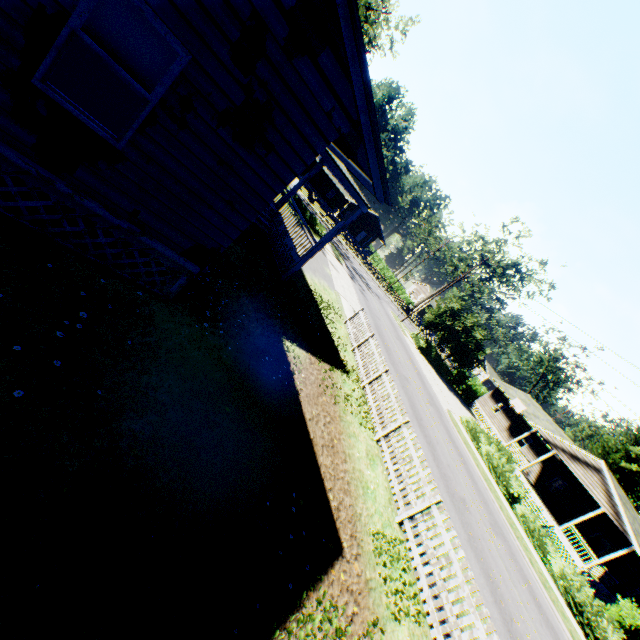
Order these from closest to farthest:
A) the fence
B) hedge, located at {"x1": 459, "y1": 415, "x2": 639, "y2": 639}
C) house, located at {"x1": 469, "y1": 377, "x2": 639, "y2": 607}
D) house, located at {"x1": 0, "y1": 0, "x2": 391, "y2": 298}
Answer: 1. house, located at {"x1": 0, "y1": 0, "x2": 391, "y2": 298}
2. the fence
3. hedge, located at {"x1": 459, "y1": 415, "x2": 639, "y2": 639}
4. house, located at {"x1": 469, "y1": 377, "x2": 639, "y2": 607}

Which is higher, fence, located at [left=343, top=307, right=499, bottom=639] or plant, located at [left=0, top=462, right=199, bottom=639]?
fence, located at [left=343, top=307, right=499, bottom=639]

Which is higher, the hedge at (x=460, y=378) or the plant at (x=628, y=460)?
the plant at (x=628, y=460)

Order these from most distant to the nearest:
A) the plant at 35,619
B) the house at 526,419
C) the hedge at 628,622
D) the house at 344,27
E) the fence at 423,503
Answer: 1. the house at 526,419
2. the hedge at 628,622
3. the fence at 423,503
4. the house at 344,27
5. the plant at 35,619

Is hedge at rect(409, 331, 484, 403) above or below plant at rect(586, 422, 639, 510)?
below

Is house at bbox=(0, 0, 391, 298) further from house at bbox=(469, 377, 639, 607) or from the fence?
house at bbox=(469, 377, 639, 607)

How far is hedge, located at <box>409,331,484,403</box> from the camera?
36.9m

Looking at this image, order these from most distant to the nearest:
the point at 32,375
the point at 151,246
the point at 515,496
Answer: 1. the point at 515,496
2. the point at 151,246
3. the point at 32,375
